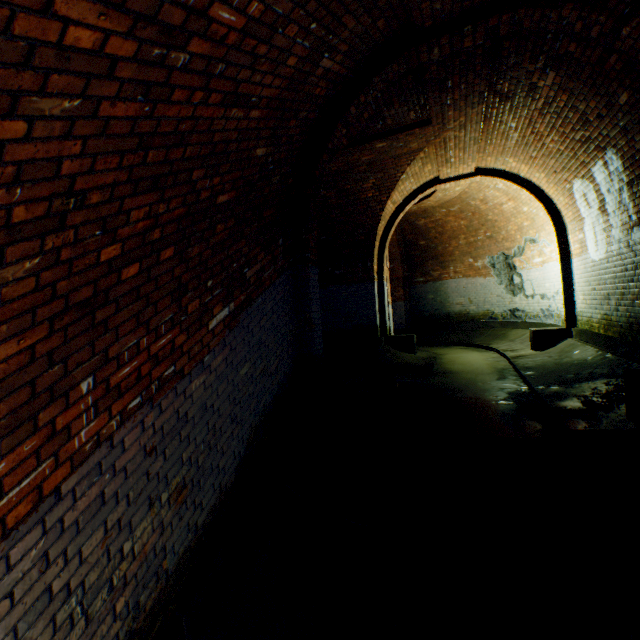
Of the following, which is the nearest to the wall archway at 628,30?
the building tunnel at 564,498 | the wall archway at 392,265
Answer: the building tunnel at 564,498

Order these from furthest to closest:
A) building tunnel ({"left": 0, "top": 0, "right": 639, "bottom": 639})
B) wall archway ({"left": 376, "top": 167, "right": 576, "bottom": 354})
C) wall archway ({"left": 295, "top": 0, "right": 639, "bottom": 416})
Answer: wall archway ({"left": 376, "top": 167, "right": 576, "bottom": 354})
wall archway ({"left": 295, "top": 0, "right": 639, "bottom": 416})
building tunnel ({"left": 0, "top": 0, "right": 639, "bottom": 639})

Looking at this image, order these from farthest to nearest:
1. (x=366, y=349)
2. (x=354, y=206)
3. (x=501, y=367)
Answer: (x=366, y=349) → (x=354, y=206) → (x=501, y=367)

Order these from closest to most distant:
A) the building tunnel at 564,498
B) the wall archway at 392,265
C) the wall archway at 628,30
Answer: the building tunnel at 564,498, the wall archway at 628,30, the wall archway at 392,265

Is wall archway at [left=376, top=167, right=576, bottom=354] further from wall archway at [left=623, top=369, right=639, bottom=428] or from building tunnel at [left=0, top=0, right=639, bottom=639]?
wall archway at [left=623, top=369, right=639, bottom=428]

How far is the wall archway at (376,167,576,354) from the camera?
7.44m
